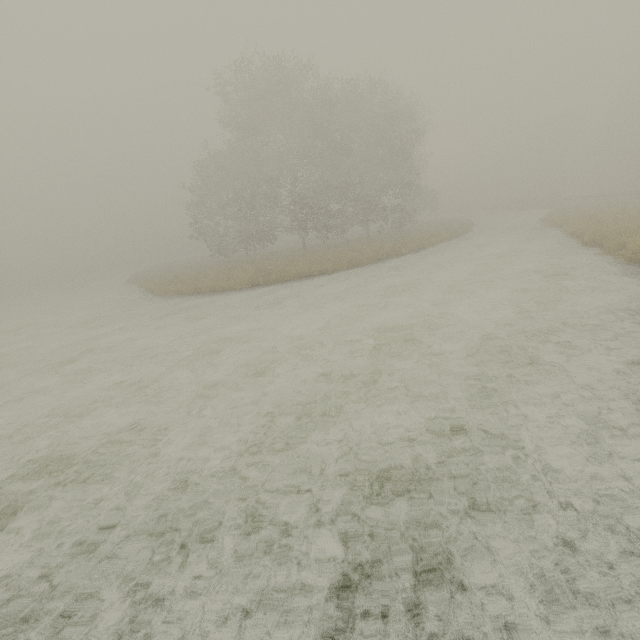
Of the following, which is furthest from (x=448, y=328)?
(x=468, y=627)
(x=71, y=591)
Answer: (x=71, y=591)

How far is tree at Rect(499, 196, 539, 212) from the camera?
45.56m

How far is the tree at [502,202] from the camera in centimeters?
4556cm
